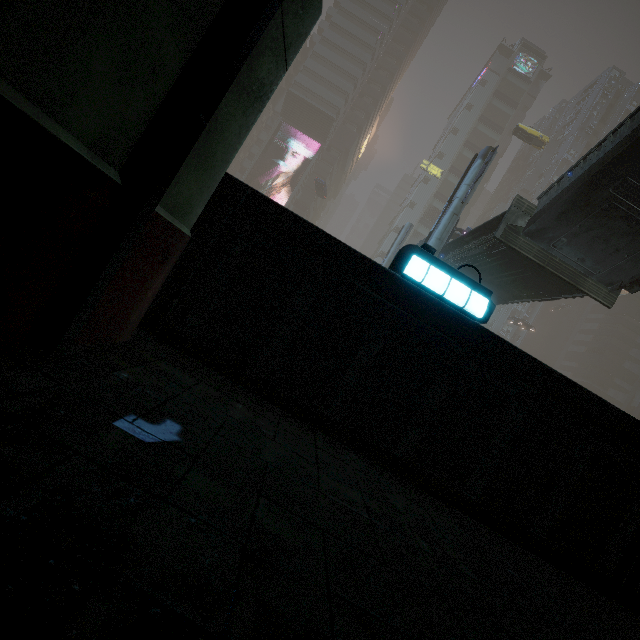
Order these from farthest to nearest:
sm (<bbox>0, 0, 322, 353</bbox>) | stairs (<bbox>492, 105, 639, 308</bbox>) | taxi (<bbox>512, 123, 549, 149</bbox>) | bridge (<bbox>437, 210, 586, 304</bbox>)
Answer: taxi (<bbox>512, 123, 549, 149</bbox>) → bridge (<bbox>437, 210, 586, 304</bbox>) → stairs (<bbox>492, 105, 639, 308</bbox>) → sm (<bbox>0, 0, 322, 353</bbox>)

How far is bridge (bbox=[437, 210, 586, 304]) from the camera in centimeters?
1393cm

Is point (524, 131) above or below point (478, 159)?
above

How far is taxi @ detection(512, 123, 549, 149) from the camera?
39.9 meters

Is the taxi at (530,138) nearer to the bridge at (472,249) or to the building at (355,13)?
the building at (355,13)

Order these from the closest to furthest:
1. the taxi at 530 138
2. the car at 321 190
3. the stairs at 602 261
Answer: the stairs at 602 261
the taxi at 530 138
the car at 321 190

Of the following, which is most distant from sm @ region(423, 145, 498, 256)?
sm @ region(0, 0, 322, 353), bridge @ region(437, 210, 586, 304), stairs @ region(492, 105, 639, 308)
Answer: sm @ region(0, 0, 322, 353)

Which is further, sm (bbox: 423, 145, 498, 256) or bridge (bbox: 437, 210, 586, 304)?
sm (bbox: 423, 145, 498, 256)
